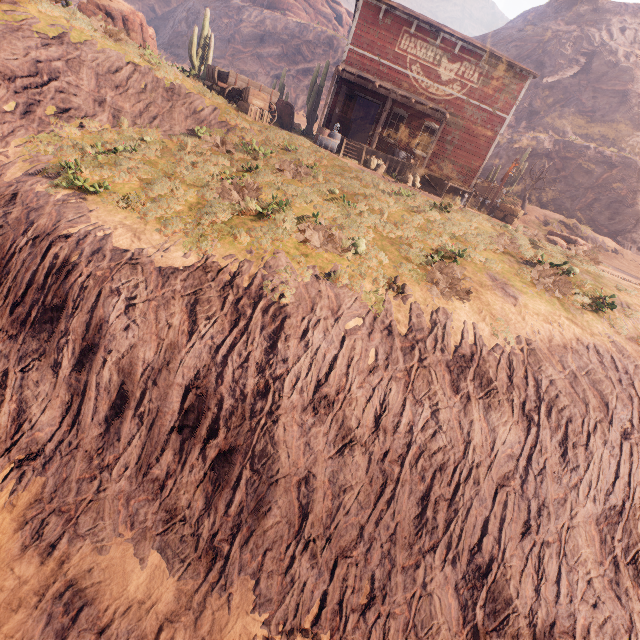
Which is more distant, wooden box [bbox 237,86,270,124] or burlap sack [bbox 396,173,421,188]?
burlap sack [bbox 396,173,421,188]

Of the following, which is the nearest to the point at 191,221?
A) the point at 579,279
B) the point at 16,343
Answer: the point at 16,343

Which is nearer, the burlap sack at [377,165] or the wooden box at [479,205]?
the burlap sack at [377,165]

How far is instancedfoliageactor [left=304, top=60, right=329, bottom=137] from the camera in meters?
23.1 m

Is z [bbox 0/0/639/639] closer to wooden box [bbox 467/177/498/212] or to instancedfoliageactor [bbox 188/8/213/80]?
instancedfoliageactor [bbox 188/8/213/80]

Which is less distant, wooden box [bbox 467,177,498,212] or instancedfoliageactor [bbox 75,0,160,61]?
instancedfoliageactor [bbox 75,0,160,61]

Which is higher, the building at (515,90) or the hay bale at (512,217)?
the building at (515,90)

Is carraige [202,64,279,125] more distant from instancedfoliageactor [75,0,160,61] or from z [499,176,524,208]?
instancedfoliageactor [75,0,160,61]
